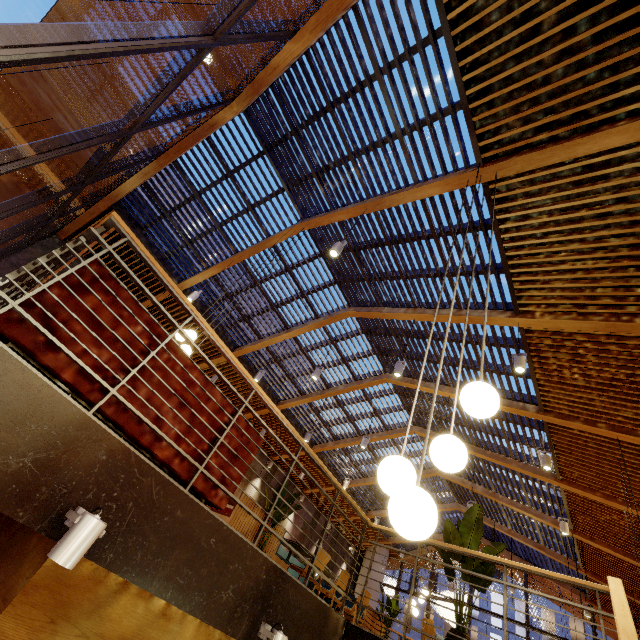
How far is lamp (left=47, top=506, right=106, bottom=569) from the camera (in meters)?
1.75

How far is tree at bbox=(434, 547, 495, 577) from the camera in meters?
3.9 m

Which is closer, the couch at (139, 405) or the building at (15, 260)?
the couch at (139, 405)

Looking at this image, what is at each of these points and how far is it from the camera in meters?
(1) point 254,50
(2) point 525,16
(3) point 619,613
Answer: (1) building, 5.7
(2) building, 3.4
(3) stairs, 2.3

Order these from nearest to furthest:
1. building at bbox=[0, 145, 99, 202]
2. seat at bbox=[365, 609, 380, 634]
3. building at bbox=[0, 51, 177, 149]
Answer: building at bbox=[0, 51, 177, 149], seat at bbox=[365, 609, 380, 634], building at bbox=[0, 145, 99, 202]

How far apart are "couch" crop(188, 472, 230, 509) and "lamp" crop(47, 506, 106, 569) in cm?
49

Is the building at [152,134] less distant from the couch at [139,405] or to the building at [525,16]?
the building at [525,16]

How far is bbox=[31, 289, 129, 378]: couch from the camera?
2.2 meters
